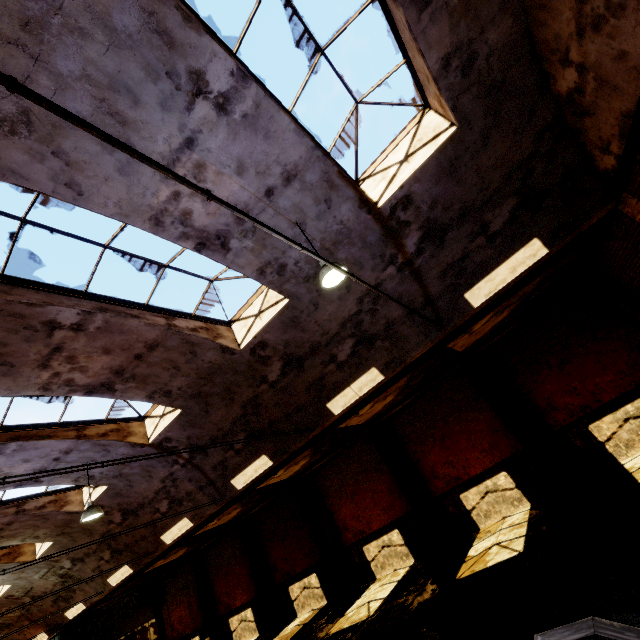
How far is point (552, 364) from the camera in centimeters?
1117cm

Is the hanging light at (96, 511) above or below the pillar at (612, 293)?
above

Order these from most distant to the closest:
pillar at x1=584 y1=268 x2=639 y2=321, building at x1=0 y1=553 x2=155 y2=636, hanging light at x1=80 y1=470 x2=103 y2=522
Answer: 1. building at x1=0 y1=553 x2=155 y2=636
2. pillar at x1=584 y1=268 x2=639 y2=321
3. hanging light at x1=80 y1=470 x2=103 y2=522

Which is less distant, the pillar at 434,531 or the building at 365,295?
the building at 365,295

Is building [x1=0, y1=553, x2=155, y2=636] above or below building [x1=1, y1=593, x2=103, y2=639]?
above

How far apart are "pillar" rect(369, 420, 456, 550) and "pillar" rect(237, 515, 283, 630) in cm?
921

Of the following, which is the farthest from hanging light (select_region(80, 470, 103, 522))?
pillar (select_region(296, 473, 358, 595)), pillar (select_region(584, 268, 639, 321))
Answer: pillar (select_region(584, 268, 639, 321))

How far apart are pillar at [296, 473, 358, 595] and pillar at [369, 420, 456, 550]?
4.22m
